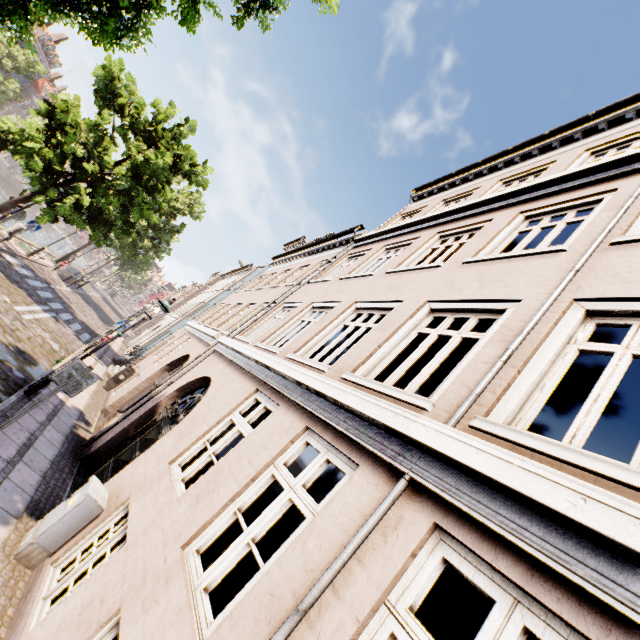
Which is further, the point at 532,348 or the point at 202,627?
the point at 532,348

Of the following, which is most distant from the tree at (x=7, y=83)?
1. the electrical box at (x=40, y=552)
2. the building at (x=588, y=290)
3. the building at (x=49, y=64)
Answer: the electrical box at (x=40, y=552)

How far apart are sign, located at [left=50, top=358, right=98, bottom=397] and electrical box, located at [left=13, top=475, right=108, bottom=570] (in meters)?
1.34

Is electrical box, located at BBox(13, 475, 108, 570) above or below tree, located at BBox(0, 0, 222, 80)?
below

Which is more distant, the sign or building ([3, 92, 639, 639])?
the sign

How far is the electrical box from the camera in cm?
440

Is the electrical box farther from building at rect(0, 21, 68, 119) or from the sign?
building at rect(0, 21, 68, 119)

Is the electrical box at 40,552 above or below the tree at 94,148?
below
